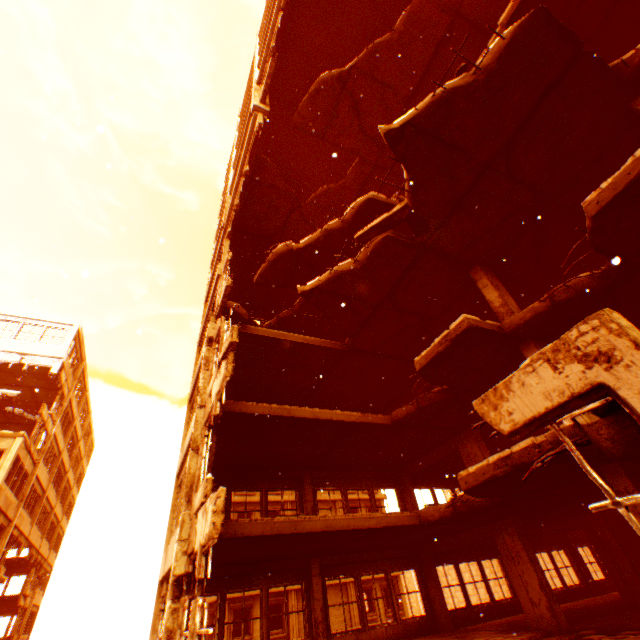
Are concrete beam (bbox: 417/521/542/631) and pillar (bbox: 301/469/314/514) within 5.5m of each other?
yes

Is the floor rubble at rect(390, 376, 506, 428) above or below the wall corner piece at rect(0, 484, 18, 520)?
below

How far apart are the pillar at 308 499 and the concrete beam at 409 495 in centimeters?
456cm

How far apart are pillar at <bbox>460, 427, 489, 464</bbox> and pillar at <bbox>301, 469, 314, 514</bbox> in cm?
628

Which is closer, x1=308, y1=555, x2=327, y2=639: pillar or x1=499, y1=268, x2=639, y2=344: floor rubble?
x1=499, y1=268, x2=639, y2=344: floor rubble

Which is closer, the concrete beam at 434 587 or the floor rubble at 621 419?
the floor rubble at 621 419

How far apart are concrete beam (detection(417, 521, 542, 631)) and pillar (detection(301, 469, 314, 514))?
4.6m

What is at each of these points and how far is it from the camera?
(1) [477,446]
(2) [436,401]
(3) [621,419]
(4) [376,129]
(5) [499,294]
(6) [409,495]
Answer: (1) pillar, 11.9m
(2) floor rubble, 10.2m
(3) floor rubble, 2.6m
(4) floor rubble, 12.4m
(5) pillar, 9.2m
(6) concrete beam, 14.6m
